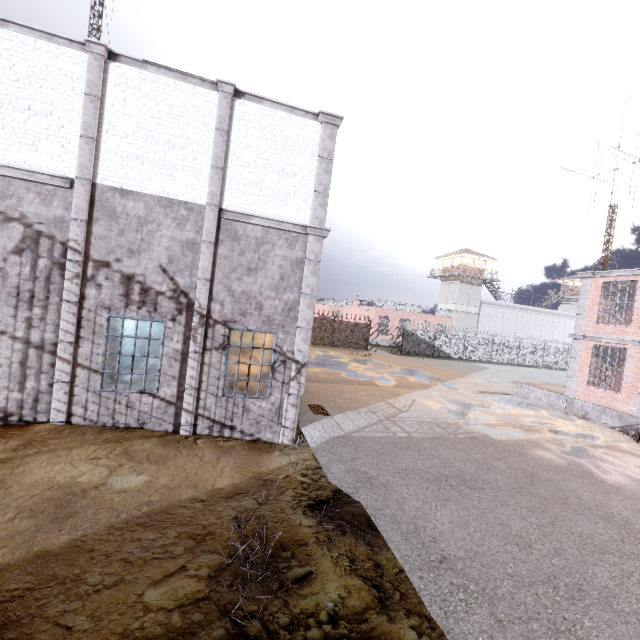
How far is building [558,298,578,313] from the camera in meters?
52.6 m

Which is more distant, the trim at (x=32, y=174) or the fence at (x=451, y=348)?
the fence at (x=451, y=348)

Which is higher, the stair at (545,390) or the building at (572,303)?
the building at (572,303)

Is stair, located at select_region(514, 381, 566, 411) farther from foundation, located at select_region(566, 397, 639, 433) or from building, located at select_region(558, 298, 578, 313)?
building, located at select_region(558, 298, 578, 313)

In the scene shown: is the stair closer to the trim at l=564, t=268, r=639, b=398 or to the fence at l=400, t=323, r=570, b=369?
the trim at l=564, t=268, r=639, b=398

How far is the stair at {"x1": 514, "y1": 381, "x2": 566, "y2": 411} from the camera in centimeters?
1661cm

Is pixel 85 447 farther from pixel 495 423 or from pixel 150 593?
pixel 495 423

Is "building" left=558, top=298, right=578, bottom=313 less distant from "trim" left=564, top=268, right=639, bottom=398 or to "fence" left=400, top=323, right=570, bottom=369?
"fence" left=400, top=323, right=570, bottom=369
